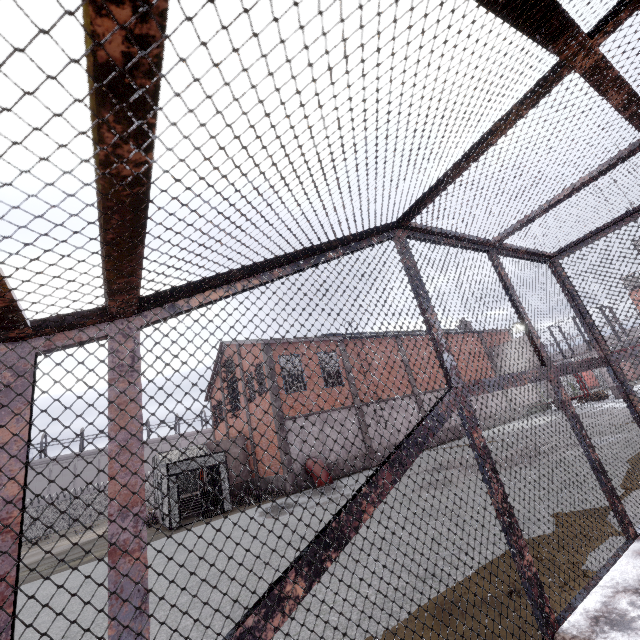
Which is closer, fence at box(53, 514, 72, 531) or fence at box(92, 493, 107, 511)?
fence at box(53, 514, 72, 531)

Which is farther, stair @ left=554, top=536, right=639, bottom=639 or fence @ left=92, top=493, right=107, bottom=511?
fence @ left=92, top=493, right=107, bottom=511

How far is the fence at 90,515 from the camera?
32.9 meters

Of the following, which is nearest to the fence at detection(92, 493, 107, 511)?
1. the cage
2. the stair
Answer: the cage

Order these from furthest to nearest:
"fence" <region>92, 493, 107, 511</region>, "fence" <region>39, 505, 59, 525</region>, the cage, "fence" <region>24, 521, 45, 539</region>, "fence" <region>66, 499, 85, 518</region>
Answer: "fence" <region>92, 493, 107, 511</region> → "fence" <region>66, 499, 85, 518</region> → "fence" <region>39, 505, 59, 525</region> → "fence" <region>24, 521, 45, 539</region> → the cage

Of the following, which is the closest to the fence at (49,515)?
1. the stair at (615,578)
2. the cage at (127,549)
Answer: the cage at (127,549)

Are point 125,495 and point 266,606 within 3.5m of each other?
yes
